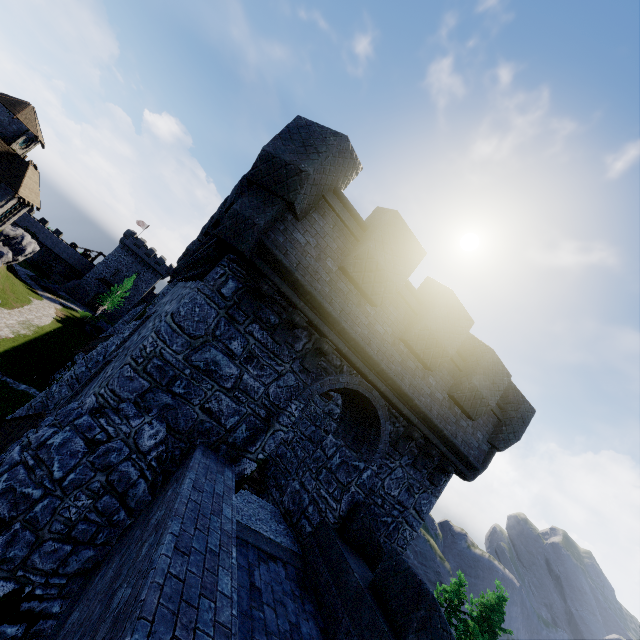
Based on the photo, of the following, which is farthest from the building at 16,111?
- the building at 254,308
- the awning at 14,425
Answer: the awning at 14,425

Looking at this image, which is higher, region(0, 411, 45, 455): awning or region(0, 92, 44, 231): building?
region(0, 92, 44, 231): building

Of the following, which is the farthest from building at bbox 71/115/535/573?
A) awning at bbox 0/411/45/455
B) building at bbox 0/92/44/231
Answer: building at bbox 0/92/44/231

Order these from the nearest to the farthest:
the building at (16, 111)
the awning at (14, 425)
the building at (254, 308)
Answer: the building at (254, 308)
the awning at (14, 425)
the building at (16, 111)

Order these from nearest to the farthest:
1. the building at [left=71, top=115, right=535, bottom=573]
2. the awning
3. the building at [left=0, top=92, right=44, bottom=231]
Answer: the building at [left=71, top=115, right=535, bottom=573] < the awning < the building at [left=0, top=92, right=44, bottom=231]

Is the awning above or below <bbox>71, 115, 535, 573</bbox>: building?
below

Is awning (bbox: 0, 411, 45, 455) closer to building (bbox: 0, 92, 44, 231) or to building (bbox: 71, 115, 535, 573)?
building (bbox: 71, 115, 535, 573)

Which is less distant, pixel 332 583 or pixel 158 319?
pixel 332 583
